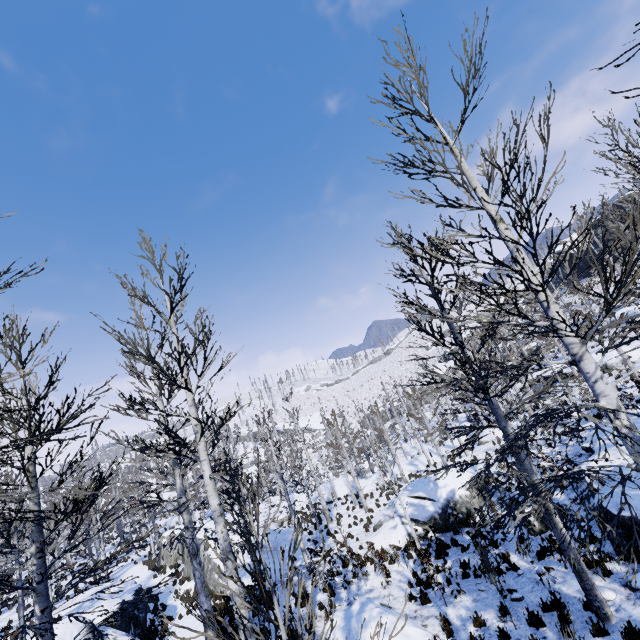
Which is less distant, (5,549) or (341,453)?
(5,549)

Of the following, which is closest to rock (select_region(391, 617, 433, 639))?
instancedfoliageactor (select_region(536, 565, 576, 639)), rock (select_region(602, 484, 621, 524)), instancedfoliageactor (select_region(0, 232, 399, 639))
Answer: instancedfoliageactor (select_region(536, 565, 576, 639))

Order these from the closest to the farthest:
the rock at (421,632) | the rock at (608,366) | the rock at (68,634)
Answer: the rock at (421,632) < the rock at (68,634) < the rock at (608,366)

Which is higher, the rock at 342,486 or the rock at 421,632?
the rock at 421,632

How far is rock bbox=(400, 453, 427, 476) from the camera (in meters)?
33.07

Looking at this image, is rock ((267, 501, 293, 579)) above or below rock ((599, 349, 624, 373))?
below

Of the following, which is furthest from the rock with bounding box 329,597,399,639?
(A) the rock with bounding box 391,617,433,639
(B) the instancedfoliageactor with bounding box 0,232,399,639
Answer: (A) the rock with bounding box 391,617,433,639

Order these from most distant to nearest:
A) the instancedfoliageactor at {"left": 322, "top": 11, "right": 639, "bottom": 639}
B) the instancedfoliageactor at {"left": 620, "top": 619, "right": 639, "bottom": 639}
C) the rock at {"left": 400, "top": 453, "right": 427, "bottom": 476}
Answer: the rock at {"left": 400, "top": 453, "right": 427, "bottom": 476} → the instancedfoliageactor at {"left": 620, "top": 619, "right": 639, "bottom": 639} → the instancedfoliageactor at {"left": 322, "top": 11, "right": 639, "bottom": 639}
